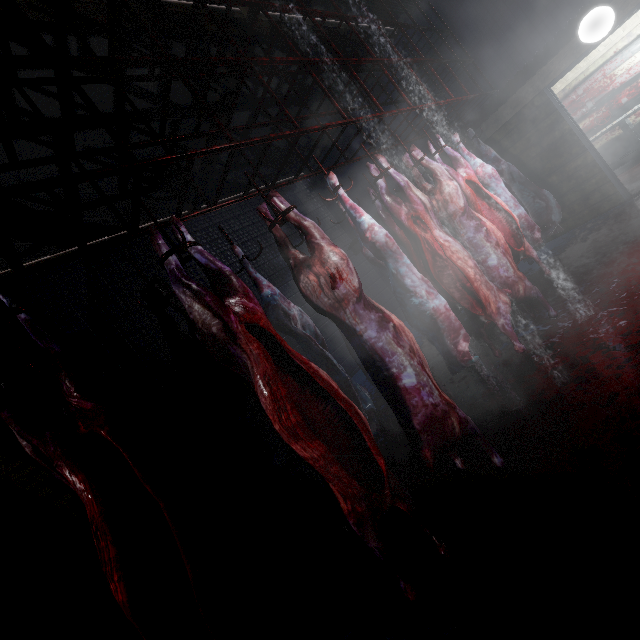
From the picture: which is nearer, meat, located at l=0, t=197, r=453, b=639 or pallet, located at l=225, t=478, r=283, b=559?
meat, located at l=0, t=197, r=453, b=639

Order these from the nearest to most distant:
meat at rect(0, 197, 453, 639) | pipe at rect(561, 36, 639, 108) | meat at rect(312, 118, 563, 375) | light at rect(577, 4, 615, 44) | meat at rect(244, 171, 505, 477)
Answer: meat at rect(0, 197, 453, 639) < meat at rect(244, 171, 505, 477) < meat at rect(312, 118, 563, 375) < light at rect(577, 4, 615, 44) < pipe at rect(561, 36, 639, 108)

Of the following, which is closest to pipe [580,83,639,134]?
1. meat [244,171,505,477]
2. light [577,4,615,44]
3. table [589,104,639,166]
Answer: table [589,104,639,166]

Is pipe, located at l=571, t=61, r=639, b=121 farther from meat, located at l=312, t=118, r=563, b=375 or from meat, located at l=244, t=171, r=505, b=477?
meat, located at l=244, t=171, r=505, b=477

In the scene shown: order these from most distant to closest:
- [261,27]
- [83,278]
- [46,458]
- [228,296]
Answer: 1. [83,278]
2. [261,27]
3. [228,296]
4. [46,458]

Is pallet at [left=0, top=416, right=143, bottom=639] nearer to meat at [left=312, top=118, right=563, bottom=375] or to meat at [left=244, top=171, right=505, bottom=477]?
meat at [left=244, top=171, right=505, bottom=477]

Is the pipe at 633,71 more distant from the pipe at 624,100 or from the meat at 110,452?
the meat at 110,452

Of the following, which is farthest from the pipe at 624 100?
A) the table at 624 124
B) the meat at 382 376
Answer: the meat at 382 376
